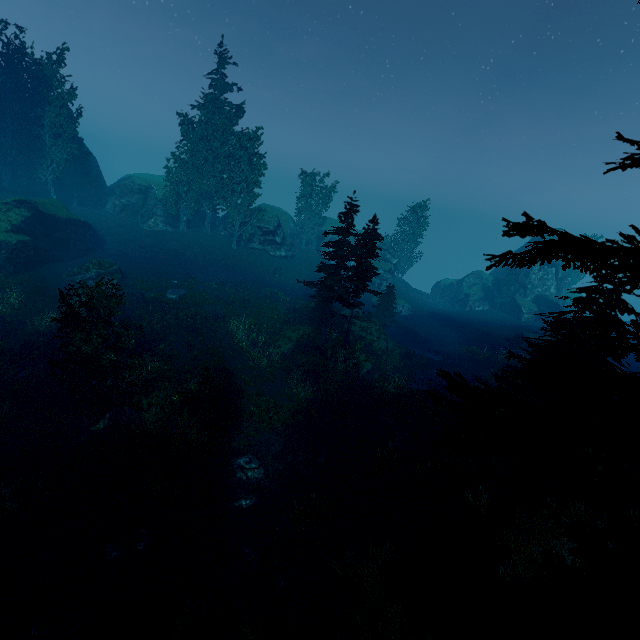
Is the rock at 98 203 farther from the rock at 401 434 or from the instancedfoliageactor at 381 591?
the rock at 401 434

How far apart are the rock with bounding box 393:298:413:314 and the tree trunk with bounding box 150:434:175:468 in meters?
31.6 m

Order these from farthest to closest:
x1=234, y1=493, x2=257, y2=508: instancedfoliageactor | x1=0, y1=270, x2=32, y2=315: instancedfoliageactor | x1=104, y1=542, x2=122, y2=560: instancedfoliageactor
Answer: x1=0, y1=270, x2=32, y2=315: instancedfoliageactor
x1=234, y1=493, x2=257, y2=508: instancedfoliageactor
x1=104, y1=542, x2=122, y2=560: instancedfoliageactor

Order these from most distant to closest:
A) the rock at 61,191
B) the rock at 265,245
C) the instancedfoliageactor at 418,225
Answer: the instancedfoliageactor at 418,225
the rock at 265,245
the rock at 61,191

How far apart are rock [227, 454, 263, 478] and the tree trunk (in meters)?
2.66

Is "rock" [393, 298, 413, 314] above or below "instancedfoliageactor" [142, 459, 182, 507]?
above

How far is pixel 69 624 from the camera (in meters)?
9.54

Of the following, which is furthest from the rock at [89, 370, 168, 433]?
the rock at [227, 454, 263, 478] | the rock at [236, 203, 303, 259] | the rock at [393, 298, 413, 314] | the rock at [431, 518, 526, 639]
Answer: the rock at [393, 298, 413, 314]
